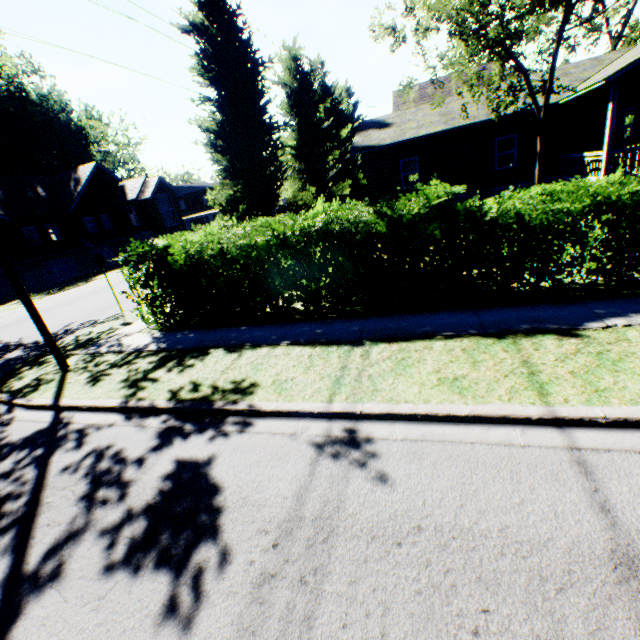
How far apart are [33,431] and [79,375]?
1.88m

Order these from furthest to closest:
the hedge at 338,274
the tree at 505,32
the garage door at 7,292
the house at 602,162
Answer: the garage door at 7,292 → the house at 602,162 → the tree at 505,32 → the hedge at 338,274

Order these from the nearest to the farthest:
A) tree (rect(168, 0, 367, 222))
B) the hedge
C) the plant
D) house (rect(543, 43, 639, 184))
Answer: the hedge → tree (rect(168, 0, 367, 222)) → house (rect(543, 43, 639, 184)) → the plant

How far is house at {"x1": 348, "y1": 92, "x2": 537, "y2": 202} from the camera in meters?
16.9 m

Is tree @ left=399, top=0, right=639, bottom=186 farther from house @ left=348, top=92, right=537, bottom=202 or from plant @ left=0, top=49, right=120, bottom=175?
plant @ left=0, top=49, right=120, bottom=175

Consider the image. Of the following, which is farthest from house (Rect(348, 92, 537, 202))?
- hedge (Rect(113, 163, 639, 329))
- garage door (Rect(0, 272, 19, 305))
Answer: garage door (Rect(0, 272, 19, 305))

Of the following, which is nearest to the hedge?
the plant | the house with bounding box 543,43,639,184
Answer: the house with bounding box 543,43,639,184

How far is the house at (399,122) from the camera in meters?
16.9
